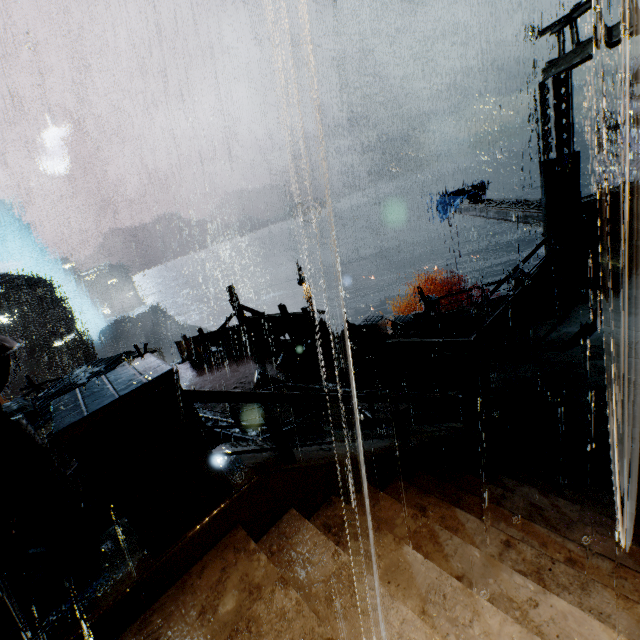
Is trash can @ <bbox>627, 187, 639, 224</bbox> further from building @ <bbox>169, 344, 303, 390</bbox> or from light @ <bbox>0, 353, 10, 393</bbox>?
light @ <bbox>0, 353, 10, 393</bbox>

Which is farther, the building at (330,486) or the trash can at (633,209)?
the trash can at (633,209)

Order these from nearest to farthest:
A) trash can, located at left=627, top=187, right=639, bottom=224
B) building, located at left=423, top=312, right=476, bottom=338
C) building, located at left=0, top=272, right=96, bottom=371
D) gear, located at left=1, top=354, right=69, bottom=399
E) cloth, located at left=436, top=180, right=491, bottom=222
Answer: trash can, located at left=627, top=187, right=639, bottom=224, building, located at left=423, top=312, right=476, bottom=338, cloth, located at left=436, top=180, right=491, bottom=222, gear, located at left=1, top=354, right=69, bottom=399, building, located at left=0, top=272, right=96, bottom=371

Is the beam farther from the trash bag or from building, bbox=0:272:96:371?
the trash bag

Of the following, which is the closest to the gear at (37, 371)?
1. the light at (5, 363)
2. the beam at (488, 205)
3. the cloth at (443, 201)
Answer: the light at (5, 363)

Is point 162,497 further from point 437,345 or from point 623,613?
point 437,345

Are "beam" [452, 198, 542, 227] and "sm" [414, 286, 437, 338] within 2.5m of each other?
no

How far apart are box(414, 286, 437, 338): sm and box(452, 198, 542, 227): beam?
Result: 5.1m
